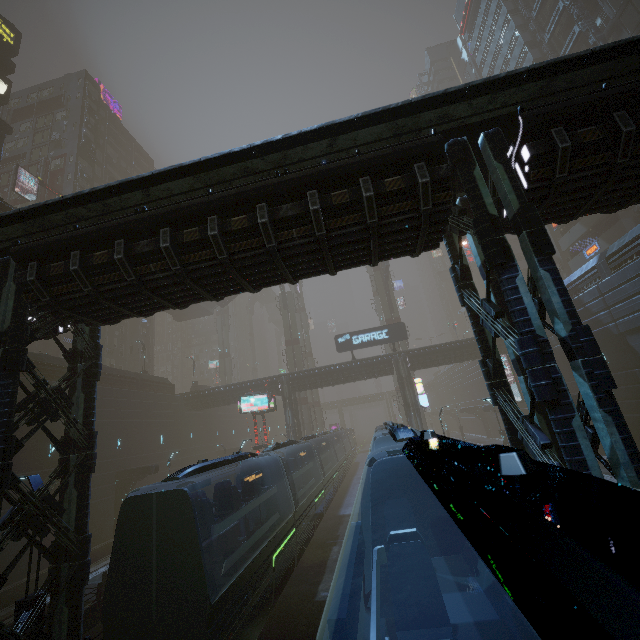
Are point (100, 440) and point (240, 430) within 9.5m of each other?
no

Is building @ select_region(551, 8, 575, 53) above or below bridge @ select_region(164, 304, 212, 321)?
above

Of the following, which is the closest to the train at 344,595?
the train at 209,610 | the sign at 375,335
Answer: the train at 209,610

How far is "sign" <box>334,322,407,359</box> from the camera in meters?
34.3

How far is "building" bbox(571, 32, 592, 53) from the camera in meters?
33.5 m

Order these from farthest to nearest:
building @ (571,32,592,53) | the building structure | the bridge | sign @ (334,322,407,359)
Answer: the bridge, sign @ (334,322,407,359), building @ (571,32,592,53), the building structure

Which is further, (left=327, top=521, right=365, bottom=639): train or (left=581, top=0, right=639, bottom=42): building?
(left=581, top=0, right=639, bottom=42): building

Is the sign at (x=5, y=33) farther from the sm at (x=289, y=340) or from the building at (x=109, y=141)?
the sm at (x=289, y=340)
